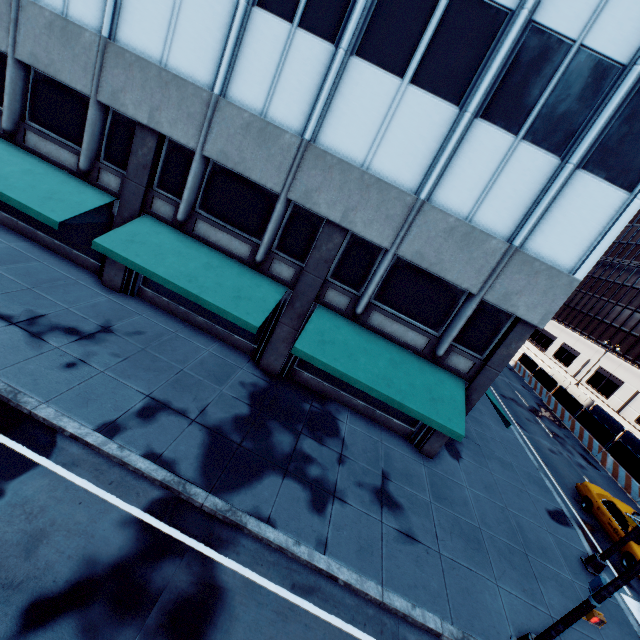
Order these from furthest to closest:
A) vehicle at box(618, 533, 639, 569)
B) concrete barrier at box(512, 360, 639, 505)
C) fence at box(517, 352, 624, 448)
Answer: fence at box(517, 352, 624, 448) < concrete barrier at box(512, 360, 639, 505) < vehicle at box(618, 533, 639, 569)

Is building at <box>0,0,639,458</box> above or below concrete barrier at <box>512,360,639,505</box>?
above

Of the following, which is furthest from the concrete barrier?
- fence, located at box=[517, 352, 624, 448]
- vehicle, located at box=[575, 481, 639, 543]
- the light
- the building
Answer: the light

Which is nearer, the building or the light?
the light

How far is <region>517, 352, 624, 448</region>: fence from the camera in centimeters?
2484cm

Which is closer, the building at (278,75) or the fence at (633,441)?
the building at (278,75)

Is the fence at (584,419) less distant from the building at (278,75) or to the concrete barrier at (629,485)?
the concrete barrier at (629,485)

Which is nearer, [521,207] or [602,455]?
[521,207]
